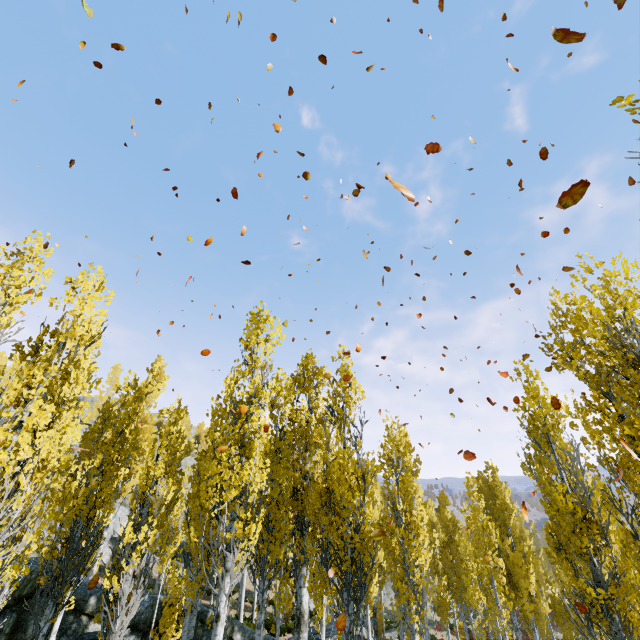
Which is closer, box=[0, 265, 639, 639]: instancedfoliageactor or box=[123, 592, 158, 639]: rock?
box=[0, 265, 639, 639]: instancedfoliageactor

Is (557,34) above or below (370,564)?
above

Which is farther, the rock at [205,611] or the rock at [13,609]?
the rock at [205,611]

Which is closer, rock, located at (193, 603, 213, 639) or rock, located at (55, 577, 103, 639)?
rock, located at (55, 577, 103, 639)

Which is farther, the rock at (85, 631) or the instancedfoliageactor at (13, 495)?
the rock at (85, 631)

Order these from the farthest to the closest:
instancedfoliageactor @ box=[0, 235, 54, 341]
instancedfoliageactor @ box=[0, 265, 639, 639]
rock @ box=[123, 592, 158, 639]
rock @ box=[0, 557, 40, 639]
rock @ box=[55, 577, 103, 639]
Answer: rock @ box=[123, 592, 158, 639]
rock @ box=[55, 577, 103, 639]
rock @ box=[0, 557, 40, 639]
instancedfoliageactor @ box=[0, 235, 54, 341]
instancedfoliageactor @ box=[0, 265, 639, 639]
